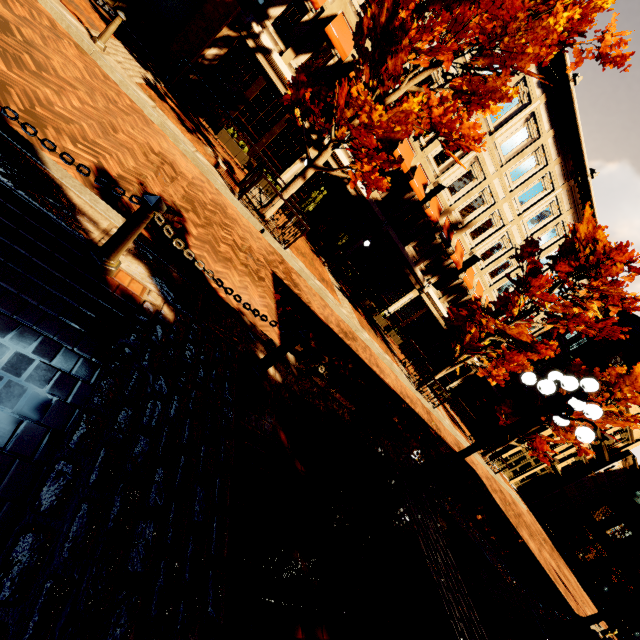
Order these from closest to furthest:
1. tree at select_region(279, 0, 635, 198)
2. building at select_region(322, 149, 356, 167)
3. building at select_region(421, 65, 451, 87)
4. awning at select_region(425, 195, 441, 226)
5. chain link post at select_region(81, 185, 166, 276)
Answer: chain link post at select_region(81, 185, 166, 276) < tree at select_region(279, 0, 635, 198) < building at select_region(421, 65, 451, 87) < building at select_region(322, 149, 356, 167) < awning at select_region(425, 195, 441, 226)

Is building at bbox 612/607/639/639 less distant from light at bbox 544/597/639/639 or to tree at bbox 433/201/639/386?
tree at bbox 433/201/639/386

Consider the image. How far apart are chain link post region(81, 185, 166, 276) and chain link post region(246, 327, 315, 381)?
1.72m

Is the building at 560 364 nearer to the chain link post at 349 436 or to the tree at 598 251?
the tree at 598 251

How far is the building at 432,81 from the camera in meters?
13.6 m

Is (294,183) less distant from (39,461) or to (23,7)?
(23,7)

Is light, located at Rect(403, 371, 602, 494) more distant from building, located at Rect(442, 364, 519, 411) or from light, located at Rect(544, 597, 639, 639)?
building, located at Rect(442, 364, 519, 411)

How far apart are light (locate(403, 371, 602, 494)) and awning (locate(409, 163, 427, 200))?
12.1 meters
